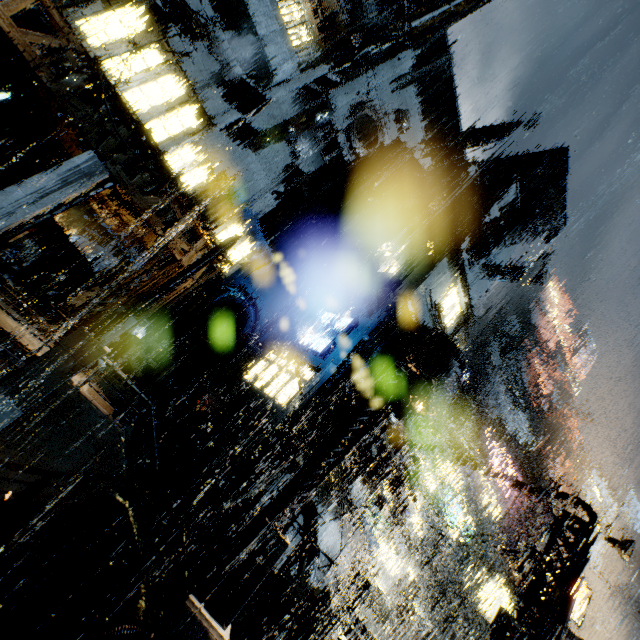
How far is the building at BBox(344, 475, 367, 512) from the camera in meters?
21.6

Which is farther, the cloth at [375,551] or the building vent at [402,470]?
the cloth at [375,551]

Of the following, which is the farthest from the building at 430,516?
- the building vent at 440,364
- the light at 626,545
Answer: the light at 626,545

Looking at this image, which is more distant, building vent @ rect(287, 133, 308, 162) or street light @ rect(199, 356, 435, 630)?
building vent @ rect(287, 133, 308, 162)

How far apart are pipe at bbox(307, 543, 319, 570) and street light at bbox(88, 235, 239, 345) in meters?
13.1

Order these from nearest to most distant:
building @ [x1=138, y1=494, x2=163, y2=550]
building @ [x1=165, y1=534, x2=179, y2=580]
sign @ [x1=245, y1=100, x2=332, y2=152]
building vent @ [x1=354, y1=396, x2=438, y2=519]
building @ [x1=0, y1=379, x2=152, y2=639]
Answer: building @ [x1=0, y1=379, x2=152, y2=639] < building @ [x1=165, y1=534, x2=179, y2=580] < building @ [x1=138, y1=494, x2=163, y2=550] < building vent @ [x1=354, y1=396, x2=438, y2=519] < sign @ [x1=245, y1=100, x2=332, y2=152]

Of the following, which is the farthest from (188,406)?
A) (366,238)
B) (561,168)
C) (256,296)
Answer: (561,168)

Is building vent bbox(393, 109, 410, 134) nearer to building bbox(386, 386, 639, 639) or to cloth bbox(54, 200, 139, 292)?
building bbox(386, 386, 639, 639)
